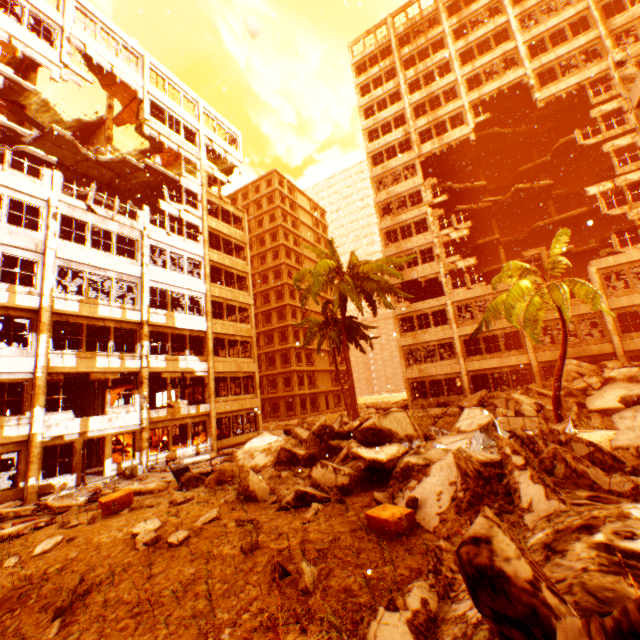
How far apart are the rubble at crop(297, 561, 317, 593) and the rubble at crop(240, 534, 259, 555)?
0.86m

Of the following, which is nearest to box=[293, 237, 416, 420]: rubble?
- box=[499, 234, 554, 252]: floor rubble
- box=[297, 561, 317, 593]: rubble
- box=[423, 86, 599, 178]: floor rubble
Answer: box=[423, 86, 599, 178]: floor rubble

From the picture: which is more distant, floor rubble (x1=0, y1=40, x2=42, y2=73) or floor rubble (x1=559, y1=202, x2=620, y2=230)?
floor rubble (x1=559, y1=202, x2=620, y2=230)

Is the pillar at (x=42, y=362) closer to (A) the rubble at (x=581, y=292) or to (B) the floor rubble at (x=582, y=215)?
(A) the rubble at (x=581, y=292)

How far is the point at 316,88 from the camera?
23.1 meters

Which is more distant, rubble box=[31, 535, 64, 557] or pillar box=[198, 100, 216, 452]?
pillar box=[198, 100, 216, 452]

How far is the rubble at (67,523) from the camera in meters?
7.5

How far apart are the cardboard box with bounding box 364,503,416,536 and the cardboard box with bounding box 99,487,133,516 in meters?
6.8 m
